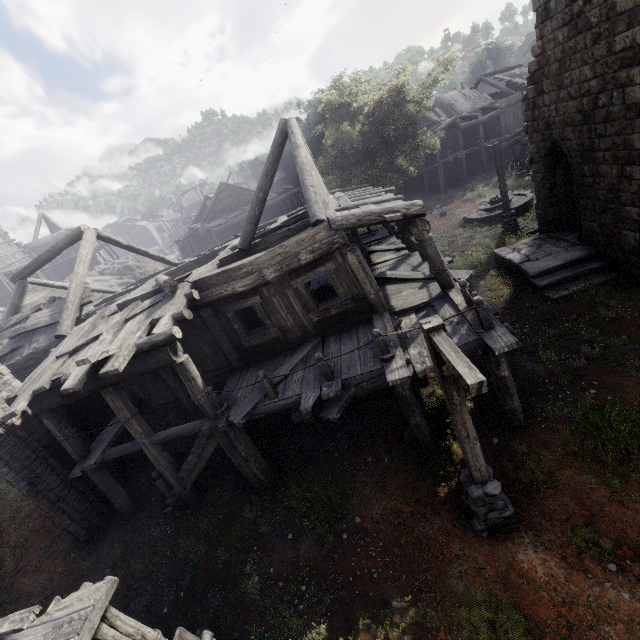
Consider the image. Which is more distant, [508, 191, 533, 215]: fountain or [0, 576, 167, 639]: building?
[508, 191, 533, 215]: fountain

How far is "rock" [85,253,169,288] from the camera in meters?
28.4

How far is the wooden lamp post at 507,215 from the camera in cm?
1611

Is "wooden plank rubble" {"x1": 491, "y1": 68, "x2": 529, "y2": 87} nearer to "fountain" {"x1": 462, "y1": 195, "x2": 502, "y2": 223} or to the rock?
"fountain" {"x1": 462, "y1": 195, "x2": 502, "y2": 223}

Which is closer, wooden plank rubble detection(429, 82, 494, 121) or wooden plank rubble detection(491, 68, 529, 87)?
wooden plank rubble detection(429, 82, 494, 121)

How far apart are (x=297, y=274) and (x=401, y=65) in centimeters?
2282cm

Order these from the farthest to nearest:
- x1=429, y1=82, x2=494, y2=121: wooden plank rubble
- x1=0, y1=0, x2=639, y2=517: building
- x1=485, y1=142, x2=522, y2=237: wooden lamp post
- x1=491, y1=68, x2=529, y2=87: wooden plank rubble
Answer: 1. x1=491, y1=68, x2=529, y2=87: wooden plank rubble
2. x1=429, y1=82, x2=494, y2=121: wooden plank rubble
3. x1=485, y1=142, x2=522, y2=237: wooden lamp post
4. x1=0, y1=0, x2=639, y2=517: building

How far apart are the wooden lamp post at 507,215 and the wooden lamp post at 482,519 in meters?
14.3
